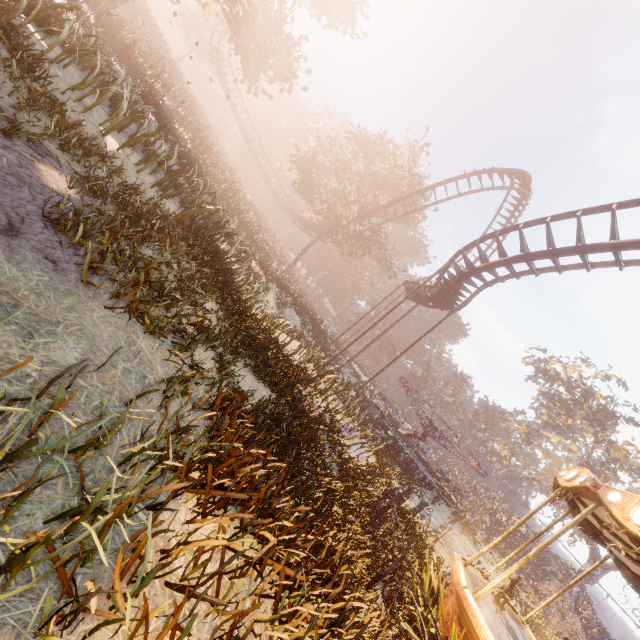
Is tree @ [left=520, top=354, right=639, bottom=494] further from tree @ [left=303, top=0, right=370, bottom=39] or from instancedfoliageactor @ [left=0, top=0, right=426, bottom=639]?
instancedfoliageactor @ [left=0, top=0, right=426, bottom=639]

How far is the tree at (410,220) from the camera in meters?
33.9

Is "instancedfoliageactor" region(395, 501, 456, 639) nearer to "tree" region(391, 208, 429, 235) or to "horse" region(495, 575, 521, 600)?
"horse" region(495, 575, 521, 600)

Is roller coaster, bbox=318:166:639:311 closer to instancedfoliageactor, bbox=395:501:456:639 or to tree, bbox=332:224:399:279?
tree, bbox=332:224:399:279

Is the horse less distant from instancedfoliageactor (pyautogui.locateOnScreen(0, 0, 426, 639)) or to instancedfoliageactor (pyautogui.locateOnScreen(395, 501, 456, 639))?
instancedfoliageactor (pyautogui.locateOnScreen(0, 0, 426, 639))

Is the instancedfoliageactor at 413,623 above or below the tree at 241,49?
below

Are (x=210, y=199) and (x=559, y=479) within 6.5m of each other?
no

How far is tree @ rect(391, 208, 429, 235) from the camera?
33.91m
